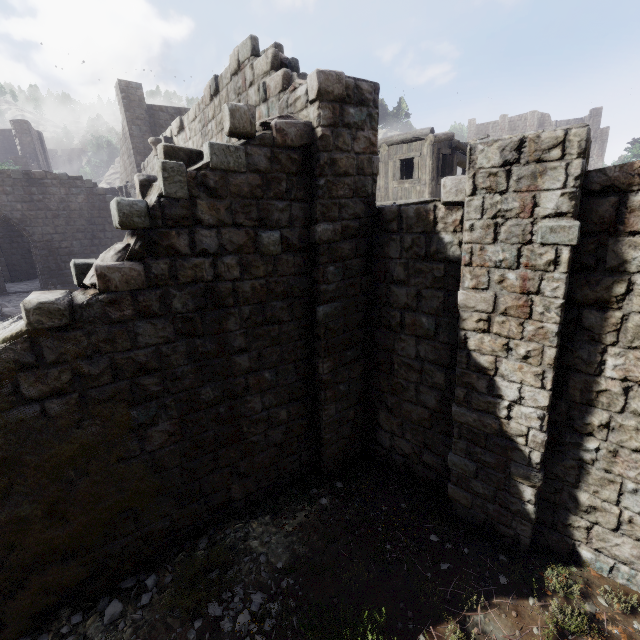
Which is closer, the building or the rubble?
the building

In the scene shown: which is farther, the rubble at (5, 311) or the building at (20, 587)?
the rubble at (5, 311)

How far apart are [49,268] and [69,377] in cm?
1979
